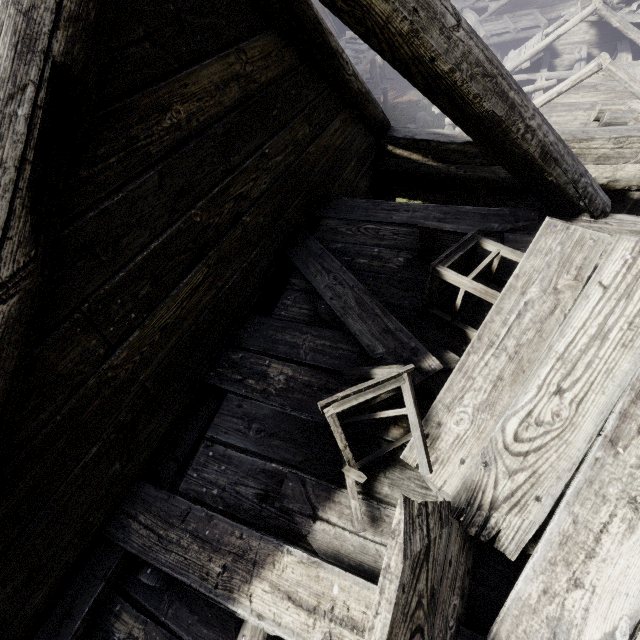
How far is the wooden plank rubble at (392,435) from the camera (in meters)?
2.25

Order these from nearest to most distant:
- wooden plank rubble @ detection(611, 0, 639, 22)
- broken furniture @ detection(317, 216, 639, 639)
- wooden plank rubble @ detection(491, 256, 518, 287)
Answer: broken furniture @ detection(317, 216, 639, 639) → wooden plank rubble @ detection(491, 256, 518, 287) → wooden plank rubble @ detection(611, 0, 639, 22)

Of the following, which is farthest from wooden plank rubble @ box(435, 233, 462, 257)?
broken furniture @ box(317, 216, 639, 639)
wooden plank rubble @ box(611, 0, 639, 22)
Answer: wooden plank rubble @ box(611, 0, 639, 22)

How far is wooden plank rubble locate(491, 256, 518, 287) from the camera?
2.85m

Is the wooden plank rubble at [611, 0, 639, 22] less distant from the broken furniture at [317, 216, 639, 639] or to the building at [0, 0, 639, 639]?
the building at [0, 0, 639, 639]

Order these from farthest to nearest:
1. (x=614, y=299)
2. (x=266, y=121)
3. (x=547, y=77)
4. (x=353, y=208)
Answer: (x=547, y=77), (x=353, y=208), (x=266, y=121), (x=614, y=299)

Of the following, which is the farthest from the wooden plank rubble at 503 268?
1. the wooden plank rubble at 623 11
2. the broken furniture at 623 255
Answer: the wooden plank rubble at 623 11

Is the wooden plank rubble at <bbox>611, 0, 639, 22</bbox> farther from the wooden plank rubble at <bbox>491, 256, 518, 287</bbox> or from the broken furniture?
the broken furniture
